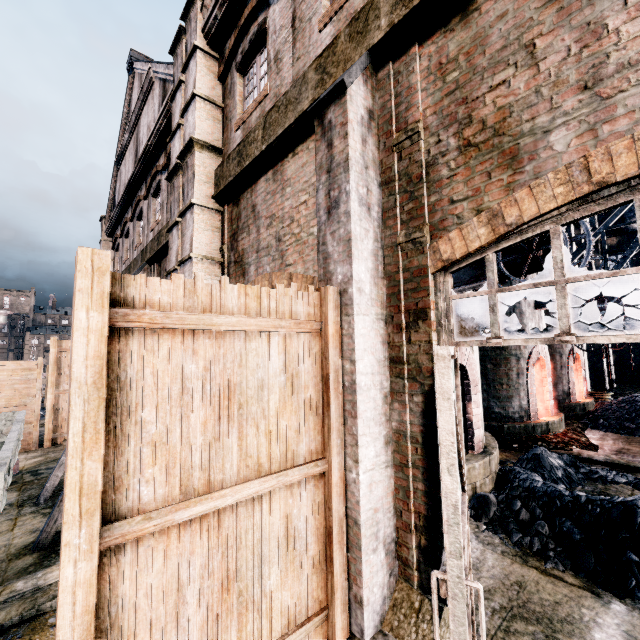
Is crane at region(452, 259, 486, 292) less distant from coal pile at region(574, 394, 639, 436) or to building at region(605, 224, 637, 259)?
building at region(605, 224, 637, 259)

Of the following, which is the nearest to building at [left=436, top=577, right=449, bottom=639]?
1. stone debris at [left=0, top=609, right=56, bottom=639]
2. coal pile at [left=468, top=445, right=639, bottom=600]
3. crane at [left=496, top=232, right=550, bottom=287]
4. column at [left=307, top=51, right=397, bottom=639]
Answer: column at [left=307, top=51, right=397, bottom=639]

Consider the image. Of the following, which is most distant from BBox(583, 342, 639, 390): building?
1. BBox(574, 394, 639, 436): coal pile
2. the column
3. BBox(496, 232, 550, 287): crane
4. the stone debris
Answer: BBox(574, 394, 639, 436): coal pile

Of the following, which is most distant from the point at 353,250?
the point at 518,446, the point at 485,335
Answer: the point at 518,446

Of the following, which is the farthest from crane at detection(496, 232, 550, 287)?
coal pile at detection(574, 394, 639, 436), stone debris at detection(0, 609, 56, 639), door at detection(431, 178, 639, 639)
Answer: coal pile at detection(574, 394, 639, 436)

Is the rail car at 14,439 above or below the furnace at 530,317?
below

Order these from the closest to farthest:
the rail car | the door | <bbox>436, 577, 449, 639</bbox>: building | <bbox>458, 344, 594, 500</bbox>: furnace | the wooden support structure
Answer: the door, <bbox>436, 577, 449, 639</bbox>: building, the rail car, the wooden support structure, <bbox>458, 344, 594, 500</bbox>: furnace

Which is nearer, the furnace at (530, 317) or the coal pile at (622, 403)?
the furnace at (530, 317)
